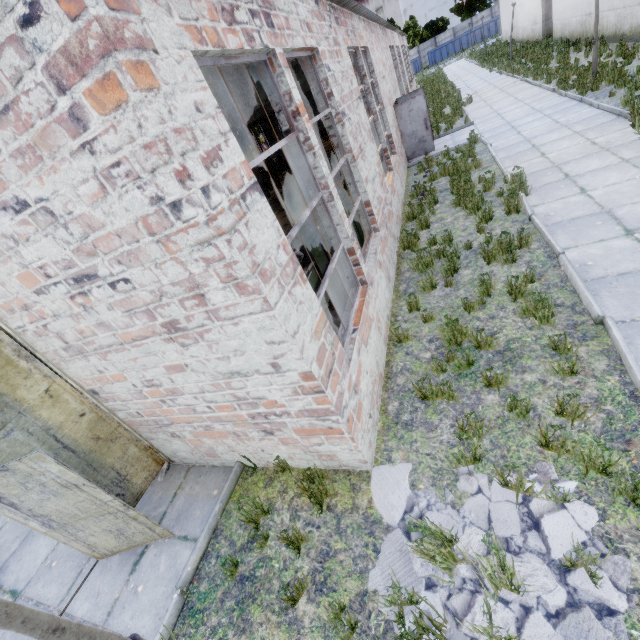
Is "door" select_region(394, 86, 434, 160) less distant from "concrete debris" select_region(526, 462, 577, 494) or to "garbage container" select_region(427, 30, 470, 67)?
"concrete debris" select_region(526, 462, 577, 494)

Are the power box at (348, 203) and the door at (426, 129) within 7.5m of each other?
no

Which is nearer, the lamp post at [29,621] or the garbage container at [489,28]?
the lamp post at [29,621]

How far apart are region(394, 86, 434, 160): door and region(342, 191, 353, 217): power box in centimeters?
810cm

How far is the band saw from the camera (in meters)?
10.08

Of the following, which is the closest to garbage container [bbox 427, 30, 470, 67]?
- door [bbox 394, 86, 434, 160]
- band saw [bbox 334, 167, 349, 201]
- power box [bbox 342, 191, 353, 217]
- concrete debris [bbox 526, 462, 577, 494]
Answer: door [bbox 394, 86, 434, 160]

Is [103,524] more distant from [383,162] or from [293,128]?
[383,162]

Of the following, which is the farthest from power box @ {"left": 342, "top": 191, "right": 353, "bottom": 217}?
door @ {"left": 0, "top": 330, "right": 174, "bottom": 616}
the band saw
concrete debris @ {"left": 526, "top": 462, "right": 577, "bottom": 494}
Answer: door @ {"left": 0, "top": 330, "right": 174, "bottom": 616}
